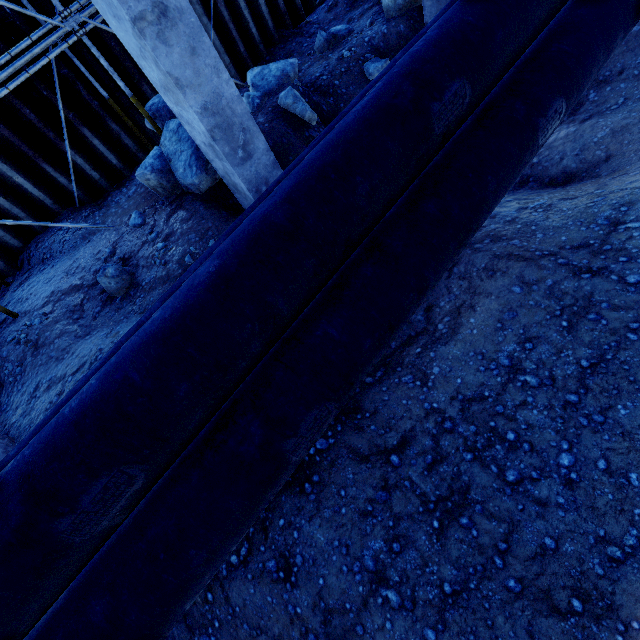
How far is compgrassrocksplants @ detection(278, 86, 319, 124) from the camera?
5.5 meters

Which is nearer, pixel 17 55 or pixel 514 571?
pixel 514 571

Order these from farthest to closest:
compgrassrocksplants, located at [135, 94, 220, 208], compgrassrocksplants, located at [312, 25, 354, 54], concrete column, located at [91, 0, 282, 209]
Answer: compgrassrocksplants, located at [312, 25, 354, 54]
compgrassrocksplants, located at [135, 94, 220, 208]
concrete column, located at [91, 0, 282, 209]

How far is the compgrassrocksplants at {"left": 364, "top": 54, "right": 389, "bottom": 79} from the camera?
6.3m

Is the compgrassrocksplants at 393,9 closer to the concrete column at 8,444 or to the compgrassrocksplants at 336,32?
the compgrassrocksplants at 336,32

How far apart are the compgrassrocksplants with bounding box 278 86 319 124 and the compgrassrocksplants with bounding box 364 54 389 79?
1.5 meters

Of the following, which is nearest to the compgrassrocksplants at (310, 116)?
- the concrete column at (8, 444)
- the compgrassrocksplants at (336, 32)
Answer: the compgrassrocksplants at (336, 32)

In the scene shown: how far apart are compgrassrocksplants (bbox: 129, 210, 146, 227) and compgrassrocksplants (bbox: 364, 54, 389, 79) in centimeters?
509cm
